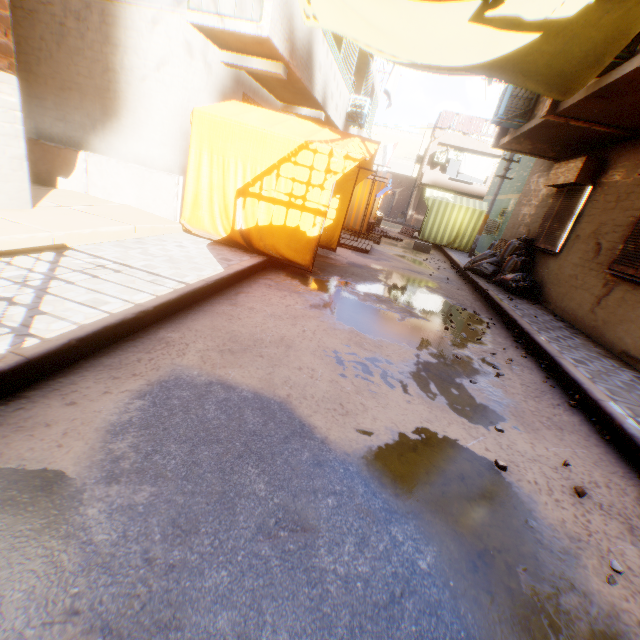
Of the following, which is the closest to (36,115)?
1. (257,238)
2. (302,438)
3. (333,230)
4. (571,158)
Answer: (257,238)

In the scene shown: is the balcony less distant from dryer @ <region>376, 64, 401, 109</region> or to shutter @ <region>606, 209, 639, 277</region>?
dryer @ <region>376, 64, 401, 109</region>

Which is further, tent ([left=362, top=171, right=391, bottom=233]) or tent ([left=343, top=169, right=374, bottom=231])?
tent ([left=362, top=171, right=391, bottom=233])

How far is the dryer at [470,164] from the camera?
24.1 meters

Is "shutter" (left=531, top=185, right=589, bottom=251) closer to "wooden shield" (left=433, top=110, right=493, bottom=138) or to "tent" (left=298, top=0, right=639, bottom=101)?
"tent" (left=298, top=0, right=639, bottom=101)

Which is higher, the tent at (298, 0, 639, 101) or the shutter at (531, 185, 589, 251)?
the tent at (298, 0, 639, 101)

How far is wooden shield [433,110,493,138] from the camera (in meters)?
24.23

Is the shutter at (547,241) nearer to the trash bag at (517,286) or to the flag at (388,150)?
the trash bag at (517,286)
